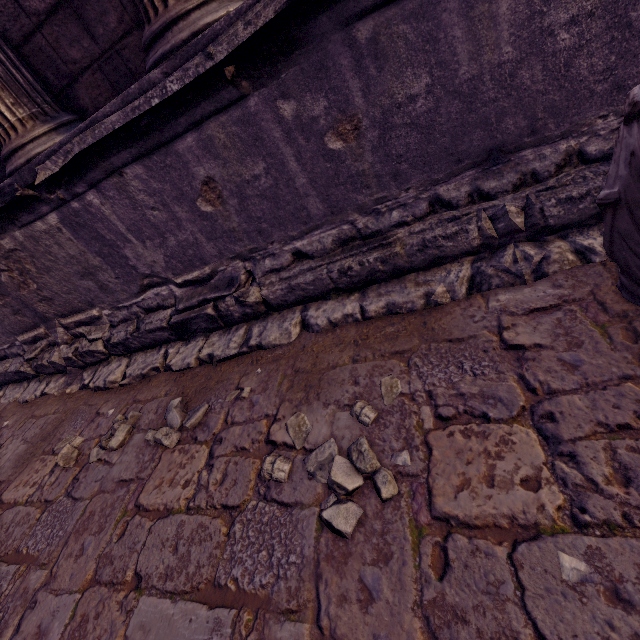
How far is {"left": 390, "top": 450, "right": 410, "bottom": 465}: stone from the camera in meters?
1.2 m

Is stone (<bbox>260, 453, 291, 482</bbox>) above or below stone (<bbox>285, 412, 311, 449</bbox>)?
above

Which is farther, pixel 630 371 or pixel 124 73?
pixel 124 73

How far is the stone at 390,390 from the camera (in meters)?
1.45

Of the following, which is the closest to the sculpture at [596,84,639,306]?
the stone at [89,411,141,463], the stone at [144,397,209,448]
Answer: the stone at [144,397,209,448]

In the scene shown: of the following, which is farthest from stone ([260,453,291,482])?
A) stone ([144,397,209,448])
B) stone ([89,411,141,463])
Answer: stone ([89,411,141,463])

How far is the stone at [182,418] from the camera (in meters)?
1.89

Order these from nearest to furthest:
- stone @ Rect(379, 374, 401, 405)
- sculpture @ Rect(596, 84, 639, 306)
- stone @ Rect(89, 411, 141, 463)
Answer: sculpture @ Rect(596, 84, 639, 306) → stone @ Rect(379, 374, 401, 405) → stone @ Rect(89, 411, 141, 463)
